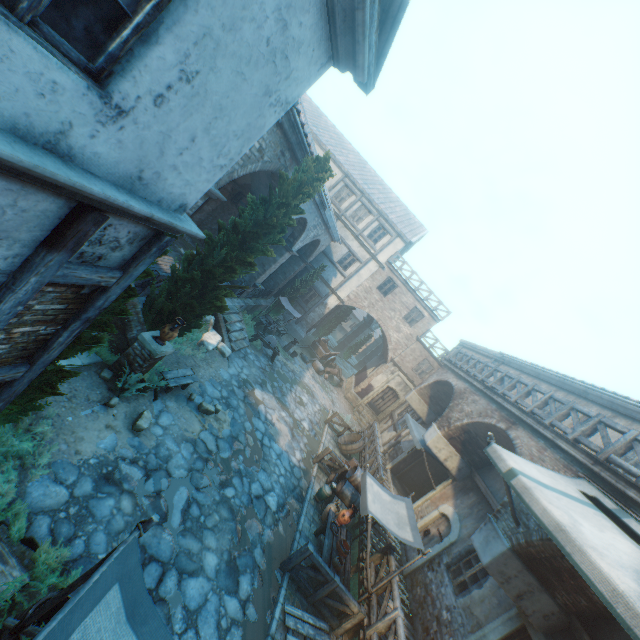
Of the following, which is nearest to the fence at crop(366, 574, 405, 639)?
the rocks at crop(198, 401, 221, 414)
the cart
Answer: the rocks at crop(198, 401, 221, 414)

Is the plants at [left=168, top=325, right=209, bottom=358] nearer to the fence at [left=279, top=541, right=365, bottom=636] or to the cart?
A: the fence at [left=279, top=541, right=365, bottom=636]

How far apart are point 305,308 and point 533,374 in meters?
15.5 m

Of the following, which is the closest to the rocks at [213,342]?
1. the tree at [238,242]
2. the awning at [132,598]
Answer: the tree at [238,242]

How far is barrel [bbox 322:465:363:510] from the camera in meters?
11.5

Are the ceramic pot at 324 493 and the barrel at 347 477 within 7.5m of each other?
yes

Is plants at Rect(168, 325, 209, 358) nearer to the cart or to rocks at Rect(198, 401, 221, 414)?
rocks at Rect(198, 401, 221, 414)

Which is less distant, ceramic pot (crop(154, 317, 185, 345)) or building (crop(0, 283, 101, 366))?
building (crop(0, 283, 101, 366))
